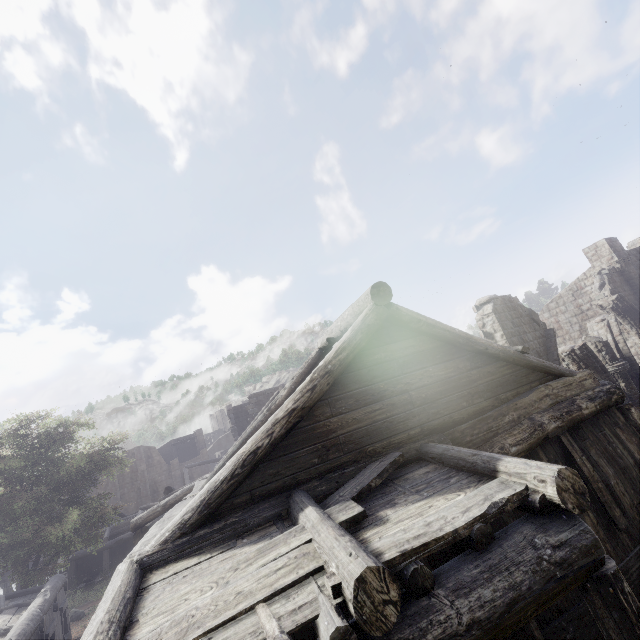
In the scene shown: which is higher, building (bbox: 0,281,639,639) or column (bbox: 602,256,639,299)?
column (bbox: 602,256,639,299)

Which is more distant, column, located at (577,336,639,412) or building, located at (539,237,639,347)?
building, located at (539,237,639,347)

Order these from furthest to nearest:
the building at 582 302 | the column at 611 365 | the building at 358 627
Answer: the building at 582 302, the column at 611 365, the building at 358 627

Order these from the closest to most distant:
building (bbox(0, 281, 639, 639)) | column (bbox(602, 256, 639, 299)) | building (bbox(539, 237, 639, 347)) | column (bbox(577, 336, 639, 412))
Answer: building (bbox(0, 281, 639, 639))
column (bbox(577, 336, 639, 412))
column (bbox(602, 256, 639, 299))
building (bbox(539, 237, 639, 347))

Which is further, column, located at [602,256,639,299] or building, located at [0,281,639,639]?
column, located at [602,256,639,299]

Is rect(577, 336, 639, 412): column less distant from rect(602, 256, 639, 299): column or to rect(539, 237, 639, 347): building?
rect(539, 237, 639, 347): building

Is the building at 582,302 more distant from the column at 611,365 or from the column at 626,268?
the column at 611,365

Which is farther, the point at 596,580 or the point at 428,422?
the point at 428,422
